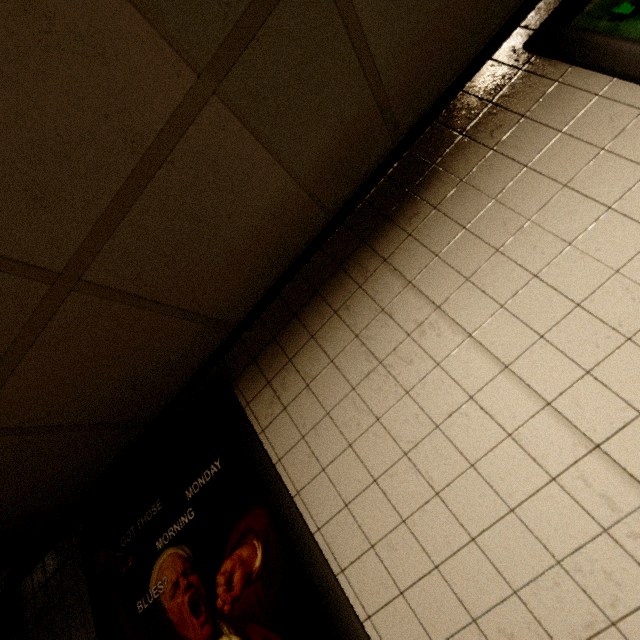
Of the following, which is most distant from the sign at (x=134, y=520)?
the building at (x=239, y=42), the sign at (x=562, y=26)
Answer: the sign at (x=562, y=26)

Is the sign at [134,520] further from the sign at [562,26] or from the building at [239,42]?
the sign at [562,26]

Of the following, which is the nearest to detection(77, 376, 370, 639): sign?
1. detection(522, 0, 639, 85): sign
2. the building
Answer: the building

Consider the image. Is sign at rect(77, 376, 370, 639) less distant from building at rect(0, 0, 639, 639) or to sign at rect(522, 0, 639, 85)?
building at rect(0, 0, 639, 639)

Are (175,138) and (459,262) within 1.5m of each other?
yes
